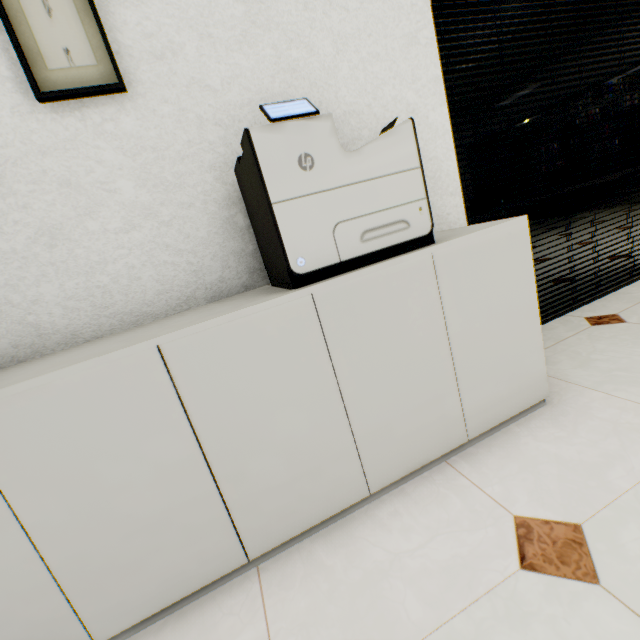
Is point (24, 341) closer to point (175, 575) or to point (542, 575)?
point (175, 575)

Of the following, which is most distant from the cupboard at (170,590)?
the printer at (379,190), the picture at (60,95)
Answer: the picture at (60,95)

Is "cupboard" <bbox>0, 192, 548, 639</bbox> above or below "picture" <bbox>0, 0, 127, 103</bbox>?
below

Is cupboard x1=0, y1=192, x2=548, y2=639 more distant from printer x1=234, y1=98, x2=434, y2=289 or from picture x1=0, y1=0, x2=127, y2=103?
picture x1=0, y1=0, x2=127, y2=103

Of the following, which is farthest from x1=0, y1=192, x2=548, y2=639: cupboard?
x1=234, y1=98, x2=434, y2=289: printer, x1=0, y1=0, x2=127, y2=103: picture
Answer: x1=0, y1=0, x2=127, y2=103: picture

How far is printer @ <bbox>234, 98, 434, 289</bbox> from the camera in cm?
90

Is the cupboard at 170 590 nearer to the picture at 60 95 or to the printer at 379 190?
the printer at 379 190

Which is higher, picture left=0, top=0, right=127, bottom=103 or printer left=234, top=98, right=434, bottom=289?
picture left=0, top=0, right=127, bottom=103
